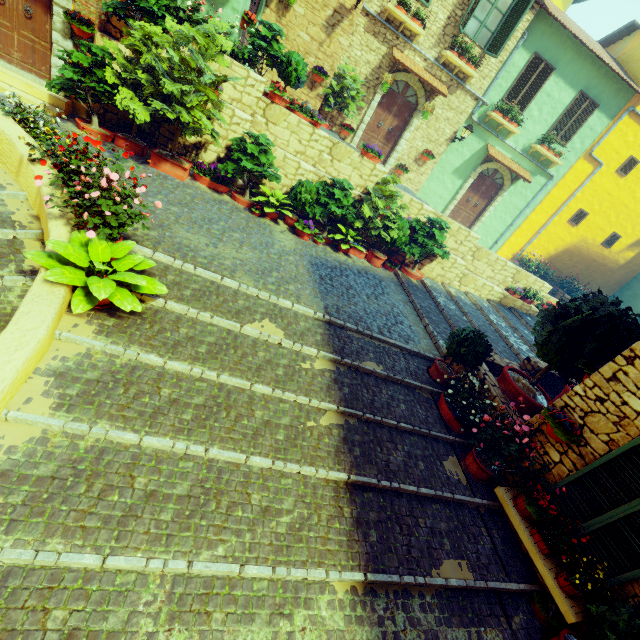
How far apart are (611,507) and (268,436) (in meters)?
4.37

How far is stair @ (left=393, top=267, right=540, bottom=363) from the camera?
8.58m

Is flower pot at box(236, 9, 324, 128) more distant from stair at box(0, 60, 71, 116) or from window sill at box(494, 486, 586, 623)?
window sill at box(494, 486, 586, 623)

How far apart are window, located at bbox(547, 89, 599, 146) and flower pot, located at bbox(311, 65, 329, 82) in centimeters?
955cm

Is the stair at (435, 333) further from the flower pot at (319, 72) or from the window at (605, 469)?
the flower pot at (319, 72)

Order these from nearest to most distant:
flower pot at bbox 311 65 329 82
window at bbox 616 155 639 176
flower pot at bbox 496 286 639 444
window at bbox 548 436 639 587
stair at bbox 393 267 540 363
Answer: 1. window at bbox 548 436 639 587
2. flower pot at bbox 496 286 639 444
3. stair at bbox 393 267 540 363
4. flower pot at bbox 311 65 329 82
5. window at bbox 616 155 639 176

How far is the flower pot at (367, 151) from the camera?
9.12m

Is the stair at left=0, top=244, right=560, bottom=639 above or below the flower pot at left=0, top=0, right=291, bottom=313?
below
